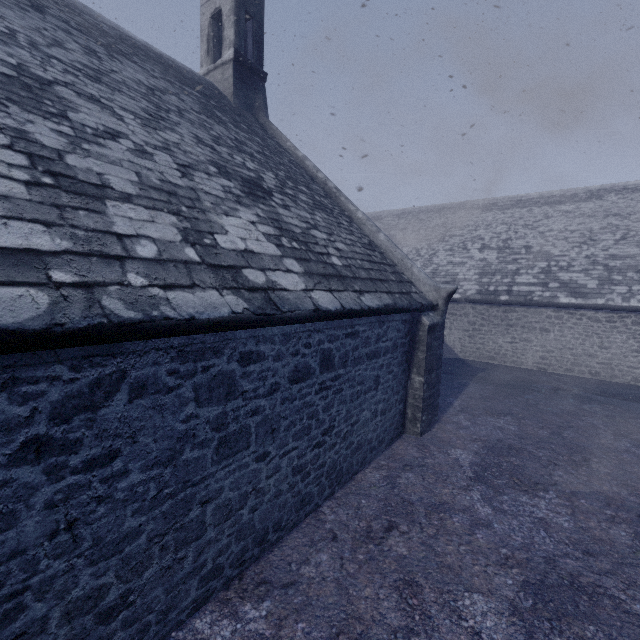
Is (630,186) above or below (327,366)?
above
